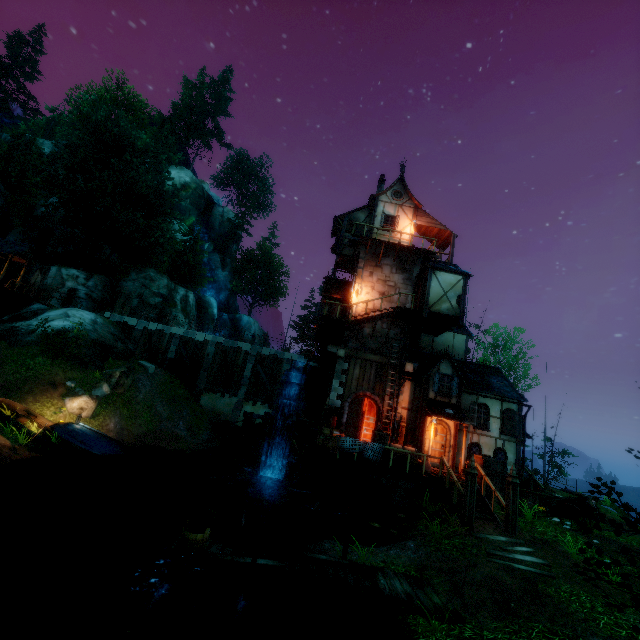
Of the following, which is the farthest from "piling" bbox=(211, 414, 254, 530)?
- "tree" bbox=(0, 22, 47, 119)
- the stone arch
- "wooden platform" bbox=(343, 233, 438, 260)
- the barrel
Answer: "tree" bbox=(0, 22, 47, 119)

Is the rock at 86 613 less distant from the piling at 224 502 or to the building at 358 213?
the piling at 224 502

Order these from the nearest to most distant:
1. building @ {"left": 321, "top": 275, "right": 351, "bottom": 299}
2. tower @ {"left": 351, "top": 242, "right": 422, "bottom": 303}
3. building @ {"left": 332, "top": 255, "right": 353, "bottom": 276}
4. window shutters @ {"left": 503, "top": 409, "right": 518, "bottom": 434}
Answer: window shutters @ {"left": 503, "top": 409, "right": 518, "bottom": 434} < tower @ {"left": 351, "top": 242, "right": 422, "bottom": 303} < building @ {"left": 321, "top": 275, "right": 351, "bottom": 299} < building @ {"left": 332, "top": 255, "right": 353, "bottom": 276}

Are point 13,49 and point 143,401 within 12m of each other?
no

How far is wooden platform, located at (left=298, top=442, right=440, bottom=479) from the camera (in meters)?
14.19

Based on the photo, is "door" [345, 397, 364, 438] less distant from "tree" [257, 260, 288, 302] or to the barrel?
the barrel

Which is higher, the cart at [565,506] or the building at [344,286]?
the building at [344,286]

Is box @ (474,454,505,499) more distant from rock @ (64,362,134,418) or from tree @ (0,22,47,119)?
rock @ (64,362,134,418)
